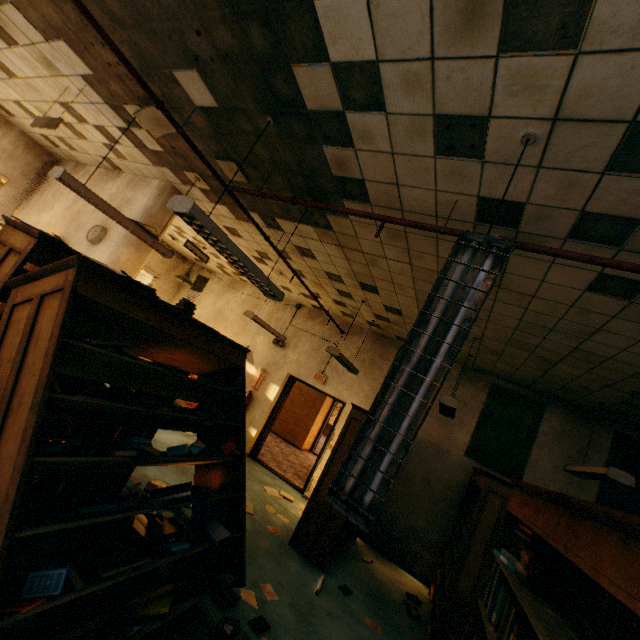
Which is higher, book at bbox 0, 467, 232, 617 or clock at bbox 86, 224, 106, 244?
clock at bbox 86, 224, 106, 244

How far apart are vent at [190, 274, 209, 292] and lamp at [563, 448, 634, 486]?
9.76m

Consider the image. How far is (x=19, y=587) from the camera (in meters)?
1.61

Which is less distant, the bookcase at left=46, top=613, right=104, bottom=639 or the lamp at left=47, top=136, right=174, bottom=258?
the bookcase at left=46, top=613, right=104, bottom=639

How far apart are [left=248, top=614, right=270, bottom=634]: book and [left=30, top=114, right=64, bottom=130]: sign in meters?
5.4

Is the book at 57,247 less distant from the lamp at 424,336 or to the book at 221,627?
the book at 221,627

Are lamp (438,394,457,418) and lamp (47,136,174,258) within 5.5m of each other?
yes

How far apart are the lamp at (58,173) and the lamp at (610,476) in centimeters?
616cm
